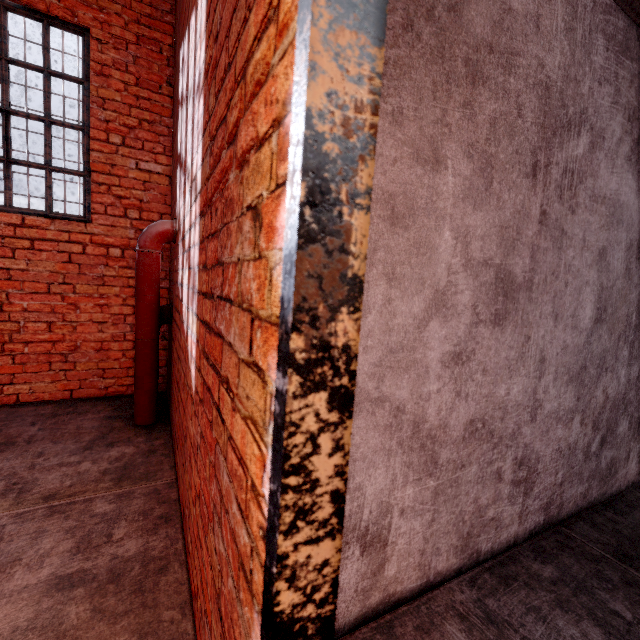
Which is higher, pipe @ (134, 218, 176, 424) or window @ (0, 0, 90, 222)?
window @ (0, 0, 90, 222)

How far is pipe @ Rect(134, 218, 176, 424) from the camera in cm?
281

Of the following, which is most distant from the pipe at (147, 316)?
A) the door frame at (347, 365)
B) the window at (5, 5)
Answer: the door frame at (347, 365)

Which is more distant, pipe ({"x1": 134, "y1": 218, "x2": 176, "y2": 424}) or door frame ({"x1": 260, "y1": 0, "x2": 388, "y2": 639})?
pipe ({"x1": 134, "y1": 218, "x2": 176, "y2": 424})

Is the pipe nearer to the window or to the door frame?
the window

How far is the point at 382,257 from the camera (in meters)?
1.14
